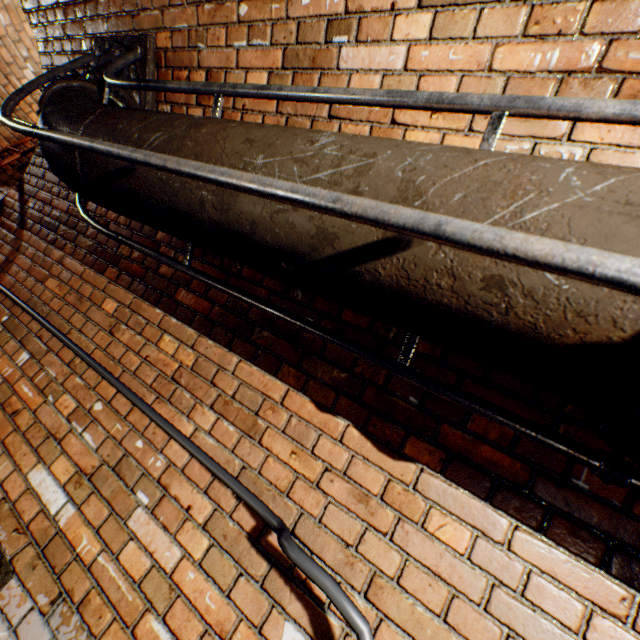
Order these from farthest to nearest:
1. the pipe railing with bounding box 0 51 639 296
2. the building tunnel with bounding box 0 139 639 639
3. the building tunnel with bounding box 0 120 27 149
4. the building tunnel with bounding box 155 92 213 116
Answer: the building tunnel with bounding box 0 120 27 149 → the building tunnel with bounding box 155 92 213 116 → the building tunnel with bounding box 0 139 639 639 → the pipe railing with bounding box 0 51 639 296

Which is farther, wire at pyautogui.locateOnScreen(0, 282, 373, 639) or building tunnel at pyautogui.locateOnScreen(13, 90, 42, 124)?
building tunnel at pyautogui.locateOnScreen(13, 90, 42, 124)

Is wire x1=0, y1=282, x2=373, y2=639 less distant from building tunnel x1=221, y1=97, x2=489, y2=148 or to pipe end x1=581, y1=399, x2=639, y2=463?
building tunnel x1=221, y1=97, x2=489, y2=148

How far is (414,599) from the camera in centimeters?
102cm

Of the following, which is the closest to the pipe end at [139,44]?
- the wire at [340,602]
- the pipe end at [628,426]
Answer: the wire at [340,602]

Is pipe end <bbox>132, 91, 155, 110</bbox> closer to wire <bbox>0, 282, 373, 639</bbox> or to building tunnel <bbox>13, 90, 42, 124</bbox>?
building tunnel <bbox>13, 90, 42, 124</bbox>

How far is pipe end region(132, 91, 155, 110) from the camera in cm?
203

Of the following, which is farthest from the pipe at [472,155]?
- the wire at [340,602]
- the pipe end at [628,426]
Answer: the wire at [340,602]
